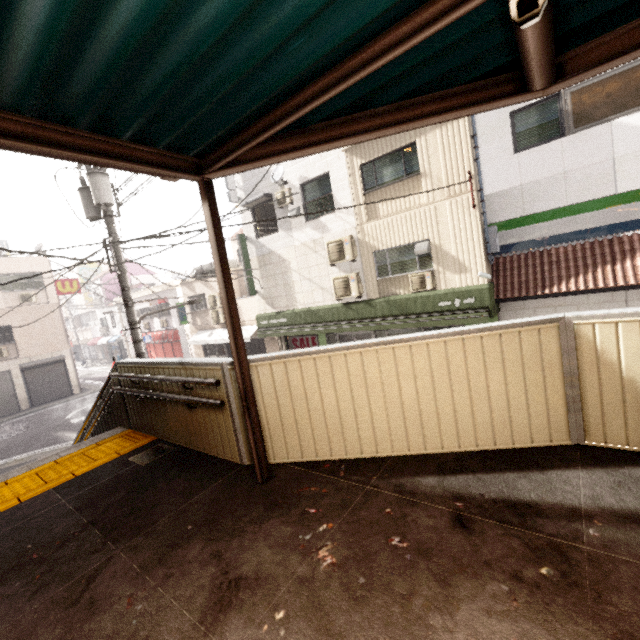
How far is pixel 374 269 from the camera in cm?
1142

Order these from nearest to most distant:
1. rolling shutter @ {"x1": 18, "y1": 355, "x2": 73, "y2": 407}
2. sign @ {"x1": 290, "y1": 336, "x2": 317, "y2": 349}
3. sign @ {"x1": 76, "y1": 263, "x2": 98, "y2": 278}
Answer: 1. sign @ {"x1": 290, "y1": 336, "x2": 317, "y2": 349}
2. rolling shutter @ {"x1": 18, "y1": 355, "x2": 73, "y2": 407}
3. sign @ {"x1": 76, "y1": 263, "x2": 98, "y2": 278}

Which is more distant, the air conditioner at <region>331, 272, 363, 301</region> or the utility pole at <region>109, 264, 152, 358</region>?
the air conditioner at <region>331, 272, 363, 301</region>

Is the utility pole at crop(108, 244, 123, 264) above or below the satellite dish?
below

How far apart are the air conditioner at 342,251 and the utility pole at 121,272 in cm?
625

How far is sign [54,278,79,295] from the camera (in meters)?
20.67

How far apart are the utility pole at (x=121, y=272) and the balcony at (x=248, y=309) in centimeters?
803cm

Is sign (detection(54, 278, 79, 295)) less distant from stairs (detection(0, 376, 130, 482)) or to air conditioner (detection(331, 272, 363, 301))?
stairs (detection(0, 376, 130, 482))
